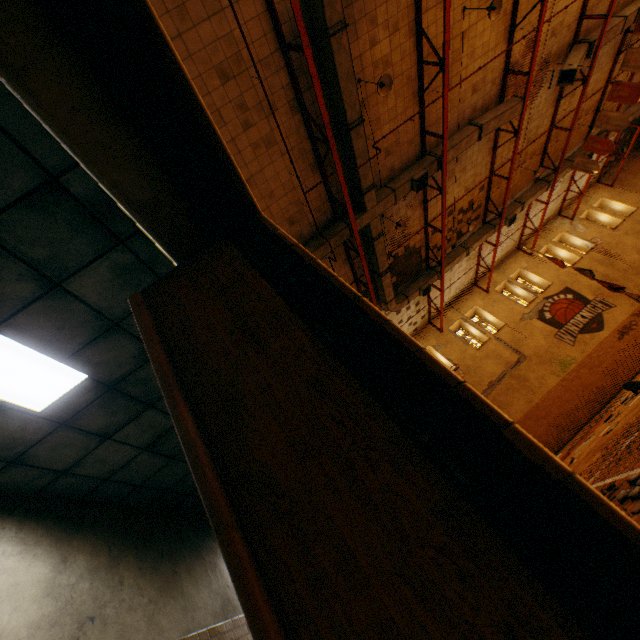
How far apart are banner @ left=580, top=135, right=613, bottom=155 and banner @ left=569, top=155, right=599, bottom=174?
0.3m

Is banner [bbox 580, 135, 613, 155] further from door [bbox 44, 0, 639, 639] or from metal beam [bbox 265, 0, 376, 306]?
door [bbox 44, 0, 639, 639]

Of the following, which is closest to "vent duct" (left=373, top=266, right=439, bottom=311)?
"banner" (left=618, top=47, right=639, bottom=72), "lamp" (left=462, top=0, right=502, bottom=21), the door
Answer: "lamp" (left=462, top=0, right=502, bottom=21)

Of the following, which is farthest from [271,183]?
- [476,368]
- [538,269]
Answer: [538,269]

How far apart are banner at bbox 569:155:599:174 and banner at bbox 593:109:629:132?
1.09m

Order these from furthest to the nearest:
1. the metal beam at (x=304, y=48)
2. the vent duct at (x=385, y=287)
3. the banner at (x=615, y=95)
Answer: the vent duct at (x=385, y=287) → the banner at (x=615, y=95) → the metal beam at (x=304, y=48)

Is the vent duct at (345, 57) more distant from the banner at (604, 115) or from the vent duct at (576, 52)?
the banner at (604, 115)

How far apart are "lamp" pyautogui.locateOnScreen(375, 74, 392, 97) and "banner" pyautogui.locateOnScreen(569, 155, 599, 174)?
12.4 meters
